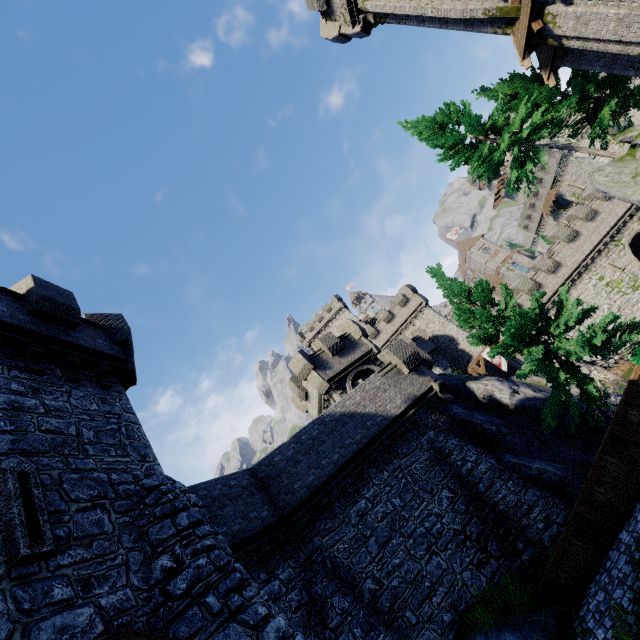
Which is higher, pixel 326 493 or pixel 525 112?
pixel 525 112

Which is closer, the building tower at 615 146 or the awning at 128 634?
the awning at 128 634

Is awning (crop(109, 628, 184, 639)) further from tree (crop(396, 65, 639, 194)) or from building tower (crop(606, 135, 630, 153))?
building tower (crop(606, 135, 630, 153))

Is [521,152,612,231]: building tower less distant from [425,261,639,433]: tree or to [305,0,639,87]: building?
[305,0,639,87]: building

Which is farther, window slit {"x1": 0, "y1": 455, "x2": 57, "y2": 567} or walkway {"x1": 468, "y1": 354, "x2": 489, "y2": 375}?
walkway {"x1": 468, "y1": 354, "x2": 489, "y2": 375}

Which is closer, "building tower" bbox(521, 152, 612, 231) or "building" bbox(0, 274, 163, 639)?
"building" bbox(0, 274, 163, 639)

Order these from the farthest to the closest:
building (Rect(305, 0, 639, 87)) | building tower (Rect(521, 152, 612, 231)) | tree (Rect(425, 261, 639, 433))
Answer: building tower (Rect(521, 152, 612, 231)) → building (Rect(305, 0, 639, 87)) → tree (Rect(425, 261, 639, 433))

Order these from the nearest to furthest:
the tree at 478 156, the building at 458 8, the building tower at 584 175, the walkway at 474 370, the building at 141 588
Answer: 1. the building at 141 588
2. the building at 458 8
3. the tree at 478 156
4. the walkway at 474 370
5. the building tower at 584 175
